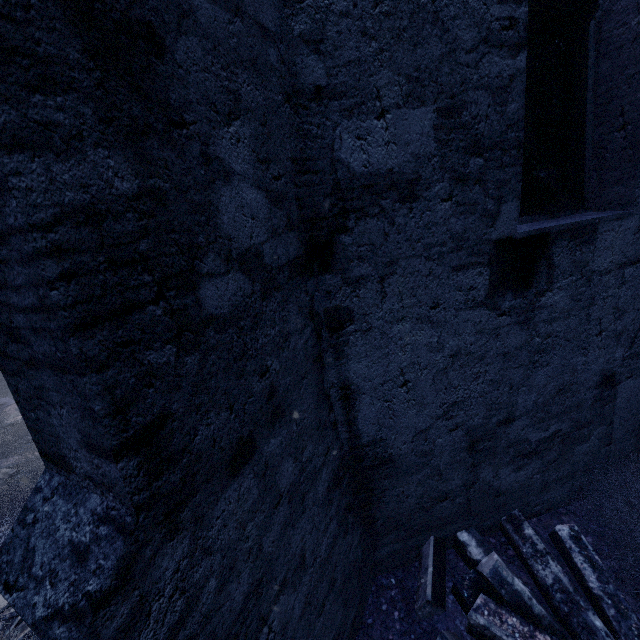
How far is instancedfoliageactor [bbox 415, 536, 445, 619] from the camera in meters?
2.5 m

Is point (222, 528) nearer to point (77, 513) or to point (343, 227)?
point (77, 513)

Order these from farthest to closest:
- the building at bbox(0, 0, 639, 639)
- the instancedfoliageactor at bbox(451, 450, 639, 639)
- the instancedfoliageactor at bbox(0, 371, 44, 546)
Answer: the instancedfoliageactor at bbox(0, 371, 44, 546), the instancedfoliageactor at bbox(451, 450, 639, 639), the building at bbox(0, 0, 639, 639)

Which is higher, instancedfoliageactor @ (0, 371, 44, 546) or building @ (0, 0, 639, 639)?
building @ (0, 0, 639, 639)

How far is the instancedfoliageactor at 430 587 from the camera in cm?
250

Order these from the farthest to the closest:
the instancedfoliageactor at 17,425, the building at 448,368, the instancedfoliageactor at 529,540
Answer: the instancedfoliageactor at 17,425
the instancedfoliageactor at 529,540
the building at 448,368

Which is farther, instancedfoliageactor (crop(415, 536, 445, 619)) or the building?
instancedfoliageactor (crop(415, 536, 445, 619))
